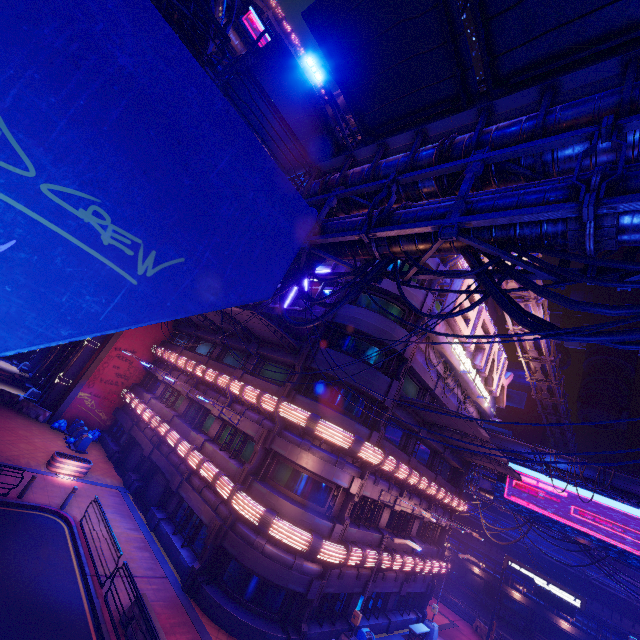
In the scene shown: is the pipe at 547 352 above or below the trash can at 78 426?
above

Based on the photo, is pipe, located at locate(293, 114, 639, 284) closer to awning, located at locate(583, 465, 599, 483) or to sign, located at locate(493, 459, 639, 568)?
awning, located at locate(583, 465, 599, 483)

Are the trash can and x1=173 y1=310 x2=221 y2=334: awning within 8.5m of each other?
no

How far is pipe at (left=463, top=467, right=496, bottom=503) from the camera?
31.0m

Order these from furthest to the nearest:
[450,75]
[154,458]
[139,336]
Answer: [139,336], [154,458], [450,75]

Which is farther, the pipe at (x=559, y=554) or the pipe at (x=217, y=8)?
the pipe at (x=559, y=554)

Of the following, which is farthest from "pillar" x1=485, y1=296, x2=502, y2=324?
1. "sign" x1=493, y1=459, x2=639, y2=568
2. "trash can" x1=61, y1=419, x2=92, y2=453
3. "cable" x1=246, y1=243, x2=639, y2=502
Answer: "trash can" x1=61, y1=419, x2=92, y2=453

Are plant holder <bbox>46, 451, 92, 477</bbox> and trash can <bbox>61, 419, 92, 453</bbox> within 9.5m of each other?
yes
